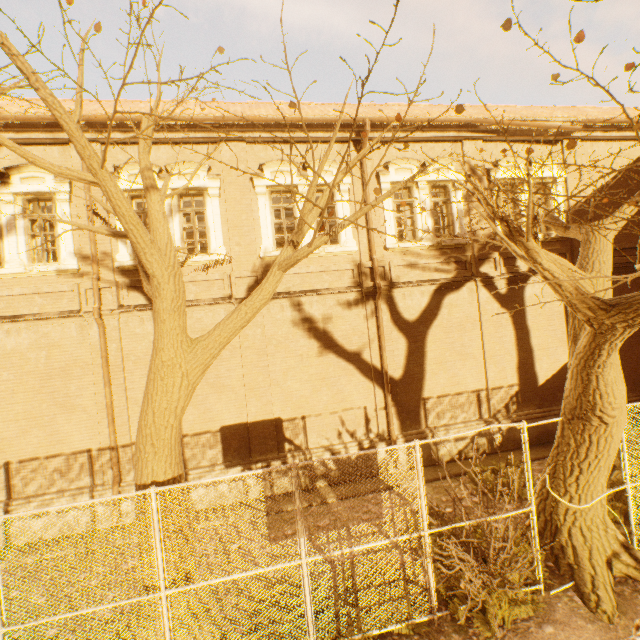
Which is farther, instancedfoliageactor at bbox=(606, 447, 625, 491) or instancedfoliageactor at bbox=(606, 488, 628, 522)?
instancedfoliageactor at bbox=(606, 447, 625, 491)

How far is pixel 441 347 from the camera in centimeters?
1072cm

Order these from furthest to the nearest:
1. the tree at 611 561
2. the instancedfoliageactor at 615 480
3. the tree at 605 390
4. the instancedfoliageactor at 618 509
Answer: the instancedfoliageactor at 615 480 → the instancedfoliageactor at 618 509 → the tree at 611 561 → the tree at 605 390

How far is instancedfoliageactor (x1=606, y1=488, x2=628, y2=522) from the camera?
7.00m

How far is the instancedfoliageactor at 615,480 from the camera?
7.77m

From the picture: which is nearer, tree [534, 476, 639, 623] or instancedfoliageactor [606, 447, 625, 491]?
tree [534, 476, 639, 623]
